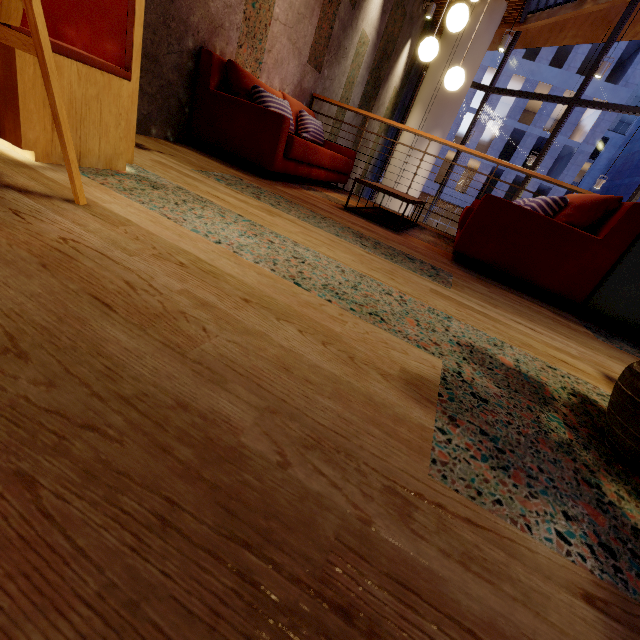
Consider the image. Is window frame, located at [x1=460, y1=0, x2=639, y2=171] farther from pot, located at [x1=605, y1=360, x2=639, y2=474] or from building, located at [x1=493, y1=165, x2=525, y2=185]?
building, located at [x1=493, y1=165, x2=525, y2=185]

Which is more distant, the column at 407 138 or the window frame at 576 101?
the column at 407 138

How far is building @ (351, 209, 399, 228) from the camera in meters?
3.5

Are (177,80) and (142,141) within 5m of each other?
yes

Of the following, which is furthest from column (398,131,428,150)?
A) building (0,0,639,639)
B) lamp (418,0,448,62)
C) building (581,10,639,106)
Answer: building (581,10,639,106)

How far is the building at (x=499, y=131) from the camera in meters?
25.4

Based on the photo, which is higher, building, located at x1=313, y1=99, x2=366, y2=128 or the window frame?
the window frame

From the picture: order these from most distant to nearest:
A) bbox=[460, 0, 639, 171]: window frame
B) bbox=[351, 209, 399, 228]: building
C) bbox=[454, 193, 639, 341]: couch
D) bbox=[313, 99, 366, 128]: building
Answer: bbox=[460, 0, 639, 171]: window frame
bbox=[313, 99, 366, 128]: building
bbox=[351, 209, 399, 228]: building
bbox=[454, 193, 639, 341]: couch
